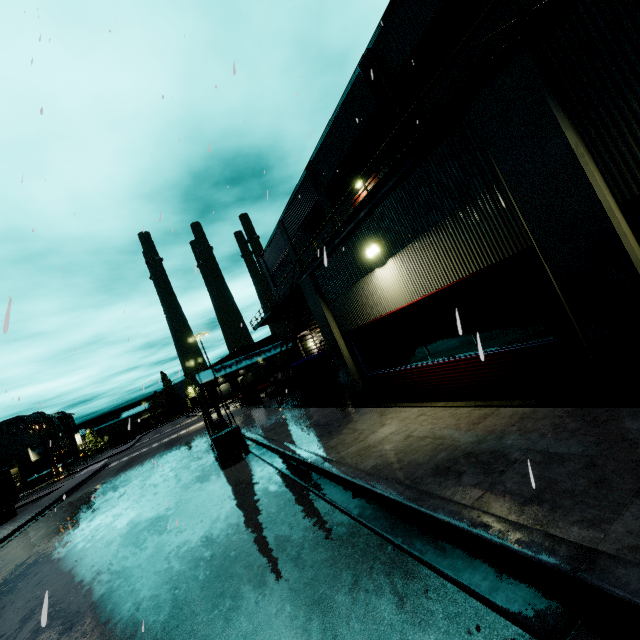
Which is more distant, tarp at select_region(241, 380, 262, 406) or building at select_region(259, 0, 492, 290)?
tarp at select_region(241, 380, 262, 406)

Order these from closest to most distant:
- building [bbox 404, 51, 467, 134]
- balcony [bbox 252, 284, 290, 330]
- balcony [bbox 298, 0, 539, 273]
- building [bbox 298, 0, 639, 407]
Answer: building [bbox 298, 0, 639, 407] → balcony [bbox 298, 0, 539, 273] → building [bbox 404, 51, 467, 134] → balcony [bbox 252, 284, 290, 330]

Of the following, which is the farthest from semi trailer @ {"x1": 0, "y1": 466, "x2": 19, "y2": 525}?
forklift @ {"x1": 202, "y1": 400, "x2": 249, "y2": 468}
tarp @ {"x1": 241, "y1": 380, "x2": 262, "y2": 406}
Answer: forklift @ {"x1": 202, "y1": 400, "x2": 249, "y2": 468}

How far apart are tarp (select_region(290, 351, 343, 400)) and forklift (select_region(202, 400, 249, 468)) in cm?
328

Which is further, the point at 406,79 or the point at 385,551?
the point at 406,79

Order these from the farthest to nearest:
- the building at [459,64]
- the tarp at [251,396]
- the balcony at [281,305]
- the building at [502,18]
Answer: the balcony at [281,305], the tarp at [251,396], the building at [459,64], the building at [502,18]

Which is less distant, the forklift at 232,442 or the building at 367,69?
the forklift at 232,442

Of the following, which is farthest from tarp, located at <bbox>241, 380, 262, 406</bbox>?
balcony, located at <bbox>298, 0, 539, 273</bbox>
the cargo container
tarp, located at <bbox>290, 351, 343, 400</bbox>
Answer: the cargo container
